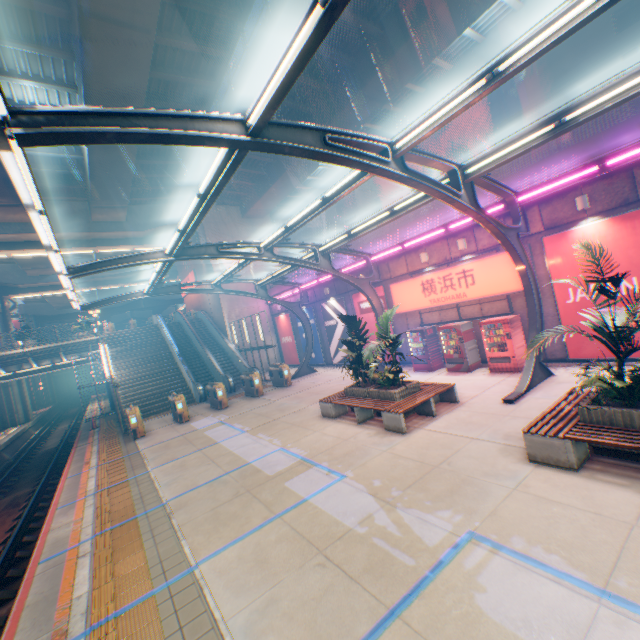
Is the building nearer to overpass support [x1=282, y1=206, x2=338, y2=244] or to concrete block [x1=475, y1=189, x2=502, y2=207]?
overpass support [x1=282, y1=206, x2=338, y2=244]

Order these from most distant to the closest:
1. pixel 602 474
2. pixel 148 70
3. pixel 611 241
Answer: pixel 148 70 → pixel 611 241 → pixel 602 474

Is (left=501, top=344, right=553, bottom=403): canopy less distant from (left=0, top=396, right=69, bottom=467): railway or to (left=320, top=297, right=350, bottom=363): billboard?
(left=320, top=297, right=350, bottom=363): billboard

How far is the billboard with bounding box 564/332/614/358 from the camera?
10.34m

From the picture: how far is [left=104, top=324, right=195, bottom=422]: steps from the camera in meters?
20.3 m

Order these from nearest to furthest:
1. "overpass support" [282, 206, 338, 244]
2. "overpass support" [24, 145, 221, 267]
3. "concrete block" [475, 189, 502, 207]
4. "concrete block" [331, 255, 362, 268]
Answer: "concrete block" [475, 189, 502, 207] → "overpass support" [24, 145, 221, 267] → "concrete block" [331, 255, 362, 268] → "overpass support" [282, 206, 338, 244]

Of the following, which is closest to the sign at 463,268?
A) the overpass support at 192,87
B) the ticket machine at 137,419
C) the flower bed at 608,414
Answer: the flower bed at 608,414

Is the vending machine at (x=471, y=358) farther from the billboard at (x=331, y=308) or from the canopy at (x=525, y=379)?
the billboard at (x=331, y=308)
